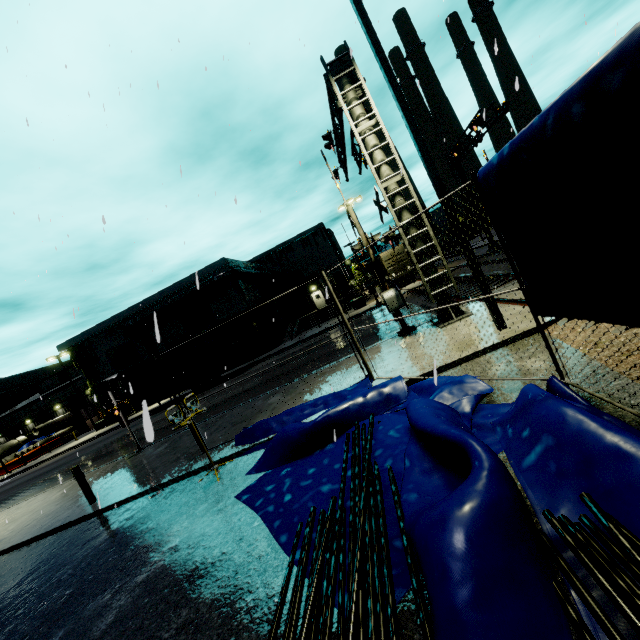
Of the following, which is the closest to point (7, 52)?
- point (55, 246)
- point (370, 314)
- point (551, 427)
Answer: point (55, 246)

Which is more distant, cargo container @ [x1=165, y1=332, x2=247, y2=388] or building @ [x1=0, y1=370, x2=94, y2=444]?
building @ [x1=0, y1=370, x2=94, y2=444]

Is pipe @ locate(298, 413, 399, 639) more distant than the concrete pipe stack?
No

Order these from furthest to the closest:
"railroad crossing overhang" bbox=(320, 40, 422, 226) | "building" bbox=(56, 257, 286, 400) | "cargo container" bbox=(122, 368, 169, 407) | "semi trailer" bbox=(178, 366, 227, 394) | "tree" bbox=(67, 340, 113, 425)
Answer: "tree" bbox=(67, 340, 113, 425) < "building" bbox=(56, 257, 286, 400) < "cargo container" bbox=(122, 368, 169, 407) < "semi trailer" bbox=(178, 366, 227, 394) < "railroad crossing overhang" bbox=(320, 40, 422, 226)

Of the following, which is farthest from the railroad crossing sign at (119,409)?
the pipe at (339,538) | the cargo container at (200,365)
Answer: the pipe at (339,538)

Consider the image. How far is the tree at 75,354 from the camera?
36.1m

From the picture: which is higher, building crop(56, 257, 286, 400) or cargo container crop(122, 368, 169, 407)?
building crop(56, 257, 286, 400)

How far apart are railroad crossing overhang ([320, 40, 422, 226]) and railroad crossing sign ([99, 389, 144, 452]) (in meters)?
12.36
